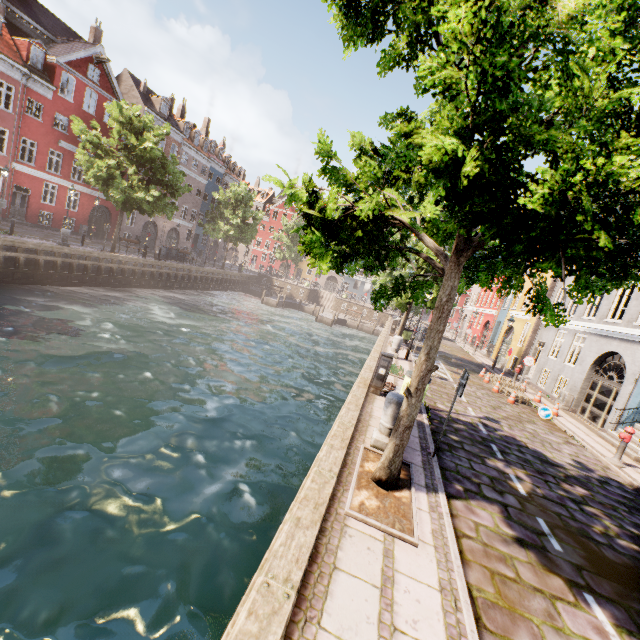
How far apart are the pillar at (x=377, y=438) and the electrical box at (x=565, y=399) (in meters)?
13.94

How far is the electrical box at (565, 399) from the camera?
15.7 meters

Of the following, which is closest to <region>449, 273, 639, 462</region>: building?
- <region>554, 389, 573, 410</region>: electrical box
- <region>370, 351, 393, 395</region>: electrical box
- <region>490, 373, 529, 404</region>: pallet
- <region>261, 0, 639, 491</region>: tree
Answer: <region>261, 0, 639, 491</region>: tree

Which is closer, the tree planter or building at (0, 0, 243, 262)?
the tree planter

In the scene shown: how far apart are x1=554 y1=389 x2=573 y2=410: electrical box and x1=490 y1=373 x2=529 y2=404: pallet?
1.9 meters

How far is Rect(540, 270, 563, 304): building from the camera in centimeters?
2075cm

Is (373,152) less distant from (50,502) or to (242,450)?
(242,450)

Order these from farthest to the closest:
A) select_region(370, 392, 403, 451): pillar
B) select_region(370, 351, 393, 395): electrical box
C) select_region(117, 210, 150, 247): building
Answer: select_region(117, 210, 150, 247): building, select_region(370, 351, 393, 395): electrical box, select_region(370, 392, 403, 451): pillar
